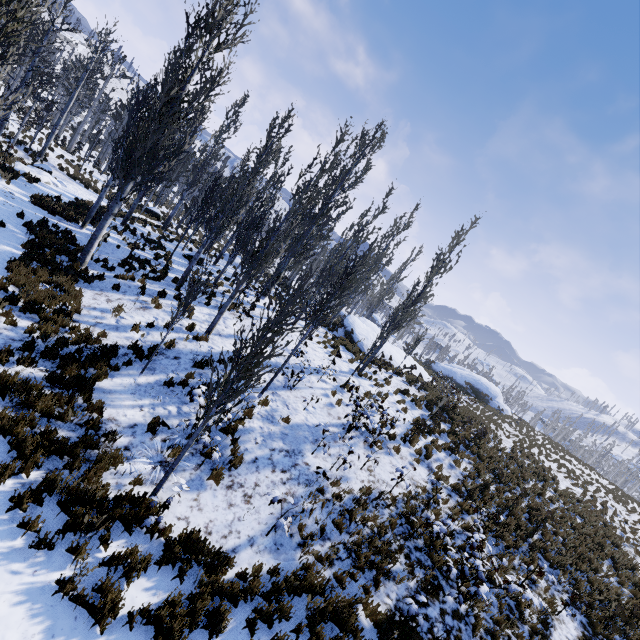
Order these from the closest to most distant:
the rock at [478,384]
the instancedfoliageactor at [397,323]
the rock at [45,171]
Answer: the instancedfoliageactor at [397,323] → the rock at [45,171] → the rock at [478,384]

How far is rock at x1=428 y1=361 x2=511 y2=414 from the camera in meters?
36.5 m

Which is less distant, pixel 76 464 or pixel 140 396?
pixel 76 464

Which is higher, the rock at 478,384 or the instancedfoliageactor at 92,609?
the rock at 478,384

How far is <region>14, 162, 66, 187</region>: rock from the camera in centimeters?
1816cm

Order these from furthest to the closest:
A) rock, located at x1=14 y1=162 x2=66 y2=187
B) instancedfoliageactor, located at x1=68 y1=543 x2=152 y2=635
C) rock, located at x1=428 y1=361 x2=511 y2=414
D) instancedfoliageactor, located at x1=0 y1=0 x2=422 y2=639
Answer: rock, located at x1=428 y1=361 x2=511 y2=414 < rock, located at x1=14 y1=162 x2=66 y2=187 < instancedfoliageactor, located at x1=0 y1=0 x2=422 y2=639 < instancedfoliageactor, located at x1=68 y1=543 x2=152 y2=635

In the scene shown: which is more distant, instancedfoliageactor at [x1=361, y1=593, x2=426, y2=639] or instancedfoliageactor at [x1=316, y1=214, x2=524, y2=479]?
instancedfoliageactor at [x1=316, y1=214, x2=524, y2=479]

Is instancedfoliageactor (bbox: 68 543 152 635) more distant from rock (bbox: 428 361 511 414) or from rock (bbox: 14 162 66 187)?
rock (bbox: 428 361 511 414)
